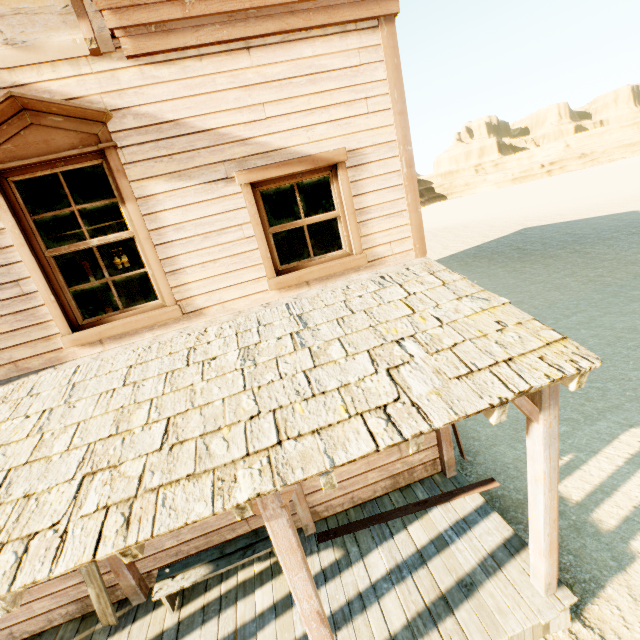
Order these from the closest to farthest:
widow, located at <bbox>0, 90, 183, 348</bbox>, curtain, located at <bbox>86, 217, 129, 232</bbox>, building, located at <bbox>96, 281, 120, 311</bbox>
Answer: widow, located at <bbox>0, 90, 183, 348</bbox>, curtain, located at <bbox>86, 217, 129, 232</bbox>, building, located at <bbox>96, 281, 120, 311</bbox>

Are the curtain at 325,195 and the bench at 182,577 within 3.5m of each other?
no

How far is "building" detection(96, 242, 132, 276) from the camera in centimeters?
620cm

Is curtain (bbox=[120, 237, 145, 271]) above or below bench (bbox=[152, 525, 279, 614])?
above

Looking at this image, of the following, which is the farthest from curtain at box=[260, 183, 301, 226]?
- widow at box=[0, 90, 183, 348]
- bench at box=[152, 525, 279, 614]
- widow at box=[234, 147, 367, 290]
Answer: bench at box=[152, 525, 279, 614]

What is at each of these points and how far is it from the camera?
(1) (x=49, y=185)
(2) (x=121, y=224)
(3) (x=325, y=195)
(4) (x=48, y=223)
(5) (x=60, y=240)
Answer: (1) curtain, 3.3 meters
(2) curtain, 3.6 meters
(3) curtain, 4.0 meters
(4) curtain, 3.4 meters
(5) curtain, 3.5 meters

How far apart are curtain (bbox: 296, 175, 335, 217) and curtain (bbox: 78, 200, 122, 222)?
1.3m

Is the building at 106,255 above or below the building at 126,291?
above
